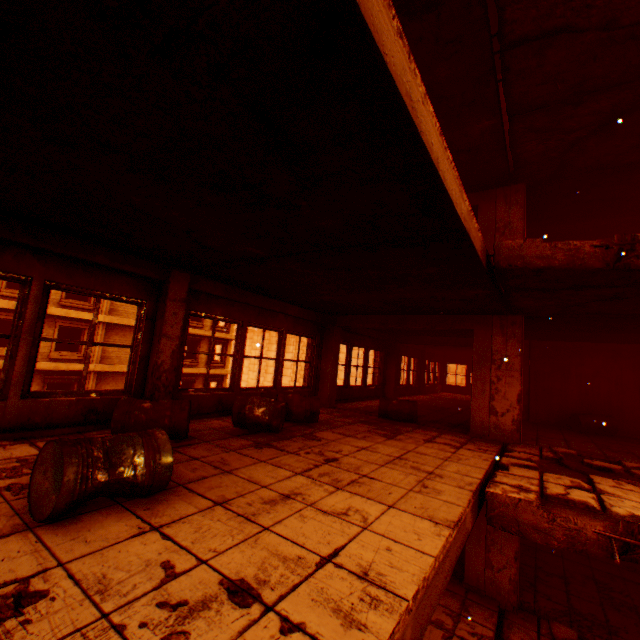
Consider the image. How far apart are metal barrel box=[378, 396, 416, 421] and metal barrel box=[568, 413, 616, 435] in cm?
496

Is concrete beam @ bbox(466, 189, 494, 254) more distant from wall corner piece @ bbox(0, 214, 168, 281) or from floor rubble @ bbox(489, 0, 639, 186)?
wall corner piece @ bbox(0, 214, 168, 281)

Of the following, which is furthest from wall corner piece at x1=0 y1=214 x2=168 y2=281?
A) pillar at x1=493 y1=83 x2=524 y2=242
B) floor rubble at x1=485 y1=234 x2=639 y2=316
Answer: pillar at x1=493 y1=83 x2=524 y2=242

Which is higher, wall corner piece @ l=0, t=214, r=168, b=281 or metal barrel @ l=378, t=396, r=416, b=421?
wall corner piece @ l=0, t=214, r=168, b=281

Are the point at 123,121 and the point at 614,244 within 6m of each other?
yes

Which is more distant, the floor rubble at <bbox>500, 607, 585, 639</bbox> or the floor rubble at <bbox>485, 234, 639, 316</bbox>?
the floor rubble at <bbox>500, 607, 585, 639</bbox>

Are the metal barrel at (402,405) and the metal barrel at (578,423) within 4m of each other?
no

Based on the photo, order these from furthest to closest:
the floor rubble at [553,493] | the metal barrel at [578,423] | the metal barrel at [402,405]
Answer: the metal barrel at [578,423] < the metal barrel at [402,405] < the floor rubble at [553,493]
